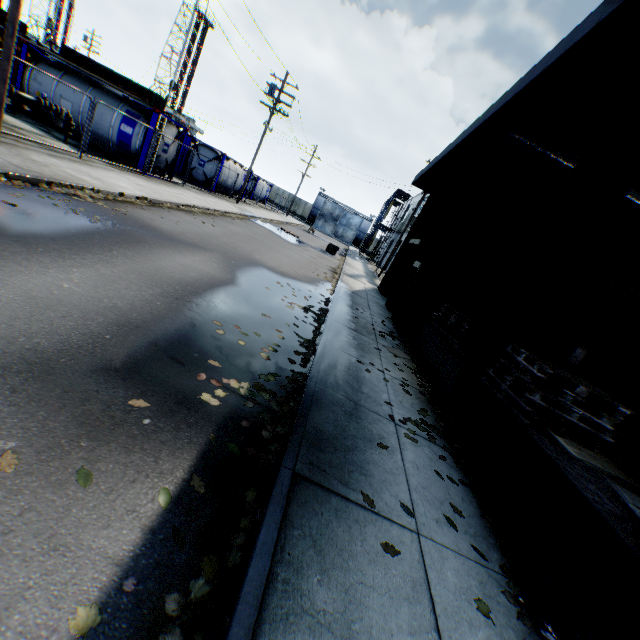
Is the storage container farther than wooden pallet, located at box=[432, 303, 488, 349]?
Yes

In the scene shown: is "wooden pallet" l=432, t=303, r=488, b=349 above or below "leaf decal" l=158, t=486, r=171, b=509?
above

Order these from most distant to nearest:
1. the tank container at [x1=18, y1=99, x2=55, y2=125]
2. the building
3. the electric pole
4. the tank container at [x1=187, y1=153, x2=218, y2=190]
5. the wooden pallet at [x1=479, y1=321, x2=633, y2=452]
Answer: the tank container at [x1=187, y1=153, x2=218, y2=190] → the tank container at [x1=18, y1=99, x2=55, y2=125] → the electric pole → the wooden pallet at [x1=479, y1=321, x2=633, y2=452] → the building

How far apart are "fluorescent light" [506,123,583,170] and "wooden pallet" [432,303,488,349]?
3.8 meters

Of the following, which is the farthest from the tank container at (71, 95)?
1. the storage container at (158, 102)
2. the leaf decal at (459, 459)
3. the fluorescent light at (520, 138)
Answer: Result: the storage container at (158, 102)

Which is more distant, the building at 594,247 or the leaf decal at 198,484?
the building at 594,247

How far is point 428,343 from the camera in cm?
848

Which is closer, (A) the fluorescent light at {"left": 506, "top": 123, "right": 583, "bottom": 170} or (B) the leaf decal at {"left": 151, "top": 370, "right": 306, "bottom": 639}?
(B) the leaf decal at {"left": 151, "top": 370, "right": 306, "bottom": 639}
